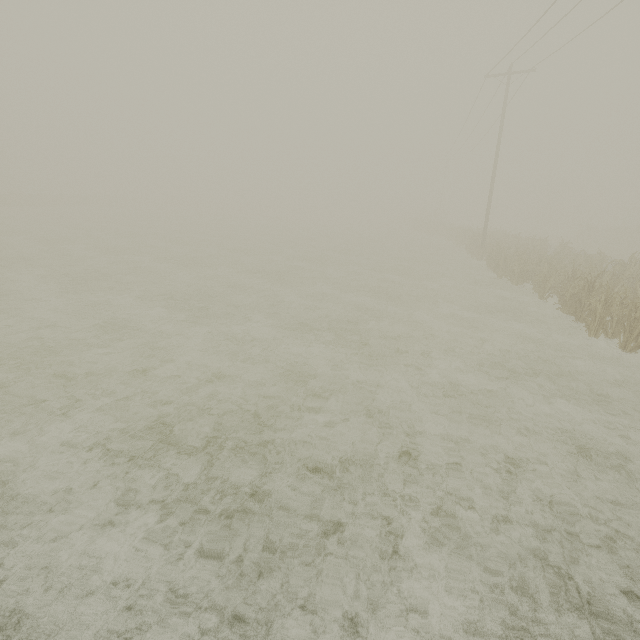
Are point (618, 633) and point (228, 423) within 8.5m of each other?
yes
